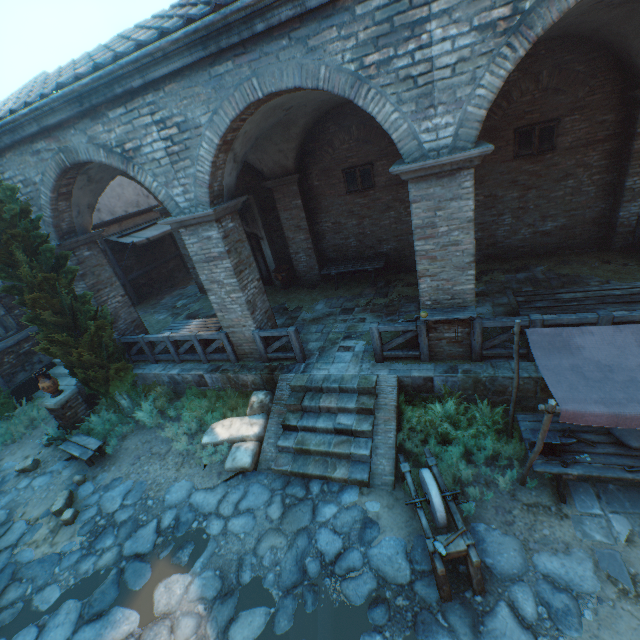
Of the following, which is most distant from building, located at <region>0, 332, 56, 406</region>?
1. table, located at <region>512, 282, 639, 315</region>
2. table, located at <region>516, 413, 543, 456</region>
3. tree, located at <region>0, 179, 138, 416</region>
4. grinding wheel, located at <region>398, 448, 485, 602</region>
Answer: table, located at <region>512, 282, 639, 315</region>

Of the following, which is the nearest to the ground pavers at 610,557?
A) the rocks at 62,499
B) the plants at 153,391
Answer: the plants at 153,391

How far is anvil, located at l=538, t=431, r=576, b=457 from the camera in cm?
463

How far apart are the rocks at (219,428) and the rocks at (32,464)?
4.8 meters

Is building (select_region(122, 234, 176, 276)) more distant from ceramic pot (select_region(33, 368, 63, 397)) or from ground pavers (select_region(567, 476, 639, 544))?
ground pavers (select_region(567, 476, 639, 544))

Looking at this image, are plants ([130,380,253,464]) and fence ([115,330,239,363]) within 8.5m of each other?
yes

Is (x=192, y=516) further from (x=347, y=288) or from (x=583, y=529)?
(x=347, y=288)

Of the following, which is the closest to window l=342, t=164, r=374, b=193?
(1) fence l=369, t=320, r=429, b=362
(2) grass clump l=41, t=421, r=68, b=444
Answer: (1) fence l=369, t=320, r=429, b=362
